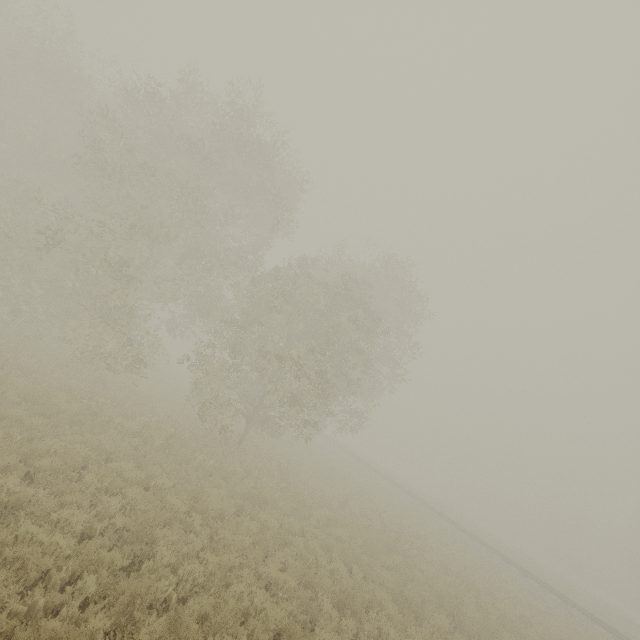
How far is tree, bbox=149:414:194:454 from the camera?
12.4m

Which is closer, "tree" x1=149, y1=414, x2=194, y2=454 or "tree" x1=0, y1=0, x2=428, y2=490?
"tree" x1=149, y1=414, x2=194, y2=454

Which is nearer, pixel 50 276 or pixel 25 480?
pixel 25 480

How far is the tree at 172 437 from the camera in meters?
12.4

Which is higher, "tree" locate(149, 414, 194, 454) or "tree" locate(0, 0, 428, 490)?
"tree" locate(0, 0, 428, 490)

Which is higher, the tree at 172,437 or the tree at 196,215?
the tree at 196,215
